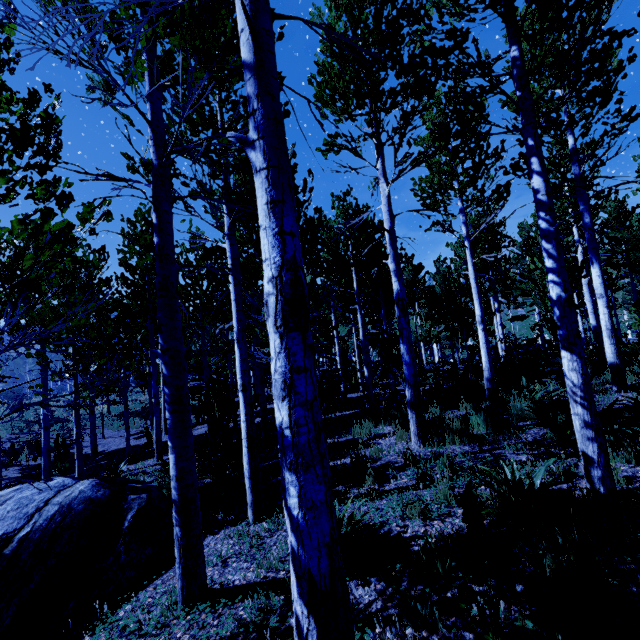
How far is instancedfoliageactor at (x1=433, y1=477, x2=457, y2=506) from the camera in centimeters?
401cm

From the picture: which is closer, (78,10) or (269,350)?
(78,10)

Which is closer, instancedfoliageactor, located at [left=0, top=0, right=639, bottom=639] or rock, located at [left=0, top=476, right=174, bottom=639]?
instancedfoliageactor, located at [left=0, top=0, right=639, bottom=639]

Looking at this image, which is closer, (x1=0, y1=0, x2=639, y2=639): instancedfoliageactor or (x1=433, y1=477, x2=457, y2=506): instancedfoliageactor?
(x1=0, y1=0, x2=639, y2=639): instancedfoliageactor

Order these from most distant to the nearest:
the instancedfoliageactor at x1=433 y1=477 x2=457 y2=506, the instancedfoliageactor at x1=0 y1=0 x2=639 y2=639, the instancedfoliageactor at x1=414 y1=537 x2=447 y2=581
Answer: the instancedfoliageactor at x1=433 y1=477 x2=457 y2=506 → the instancedfoliageactor at x1=414 y1=537 x2=447 y2=581 → the instancedfoliageactor at x1=0 y1=0 x2=639 y2=639

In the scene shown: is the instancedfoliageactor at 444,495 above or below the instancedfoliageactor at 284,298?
below

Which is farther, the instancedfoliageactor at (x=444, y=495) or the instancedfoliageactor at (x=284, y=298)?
the instancedfoliageactor at (x=444, y=495)
